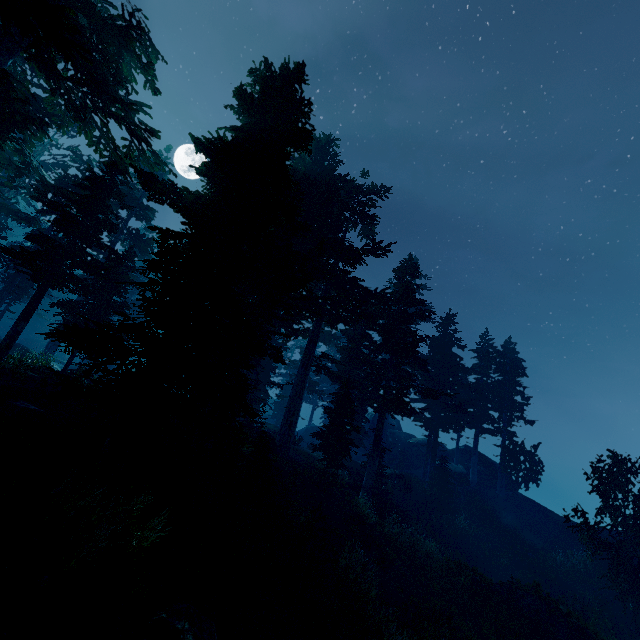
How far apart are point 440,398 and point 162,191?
30.7m

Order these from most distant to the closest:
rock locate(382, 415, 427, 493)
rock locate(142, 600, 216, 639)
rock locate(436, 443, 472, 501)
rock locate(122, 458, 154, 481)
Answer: rock locate(436, 443, 472, 501) < rock locate(382, 415, 427, 493) < rock locate(122, 458, 154, 481) < rock locate(142, 600, 216, 639)

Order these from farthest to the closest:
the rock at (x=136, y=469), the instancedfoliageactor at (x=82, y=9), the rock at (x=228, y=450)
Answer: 1. the rock at (x=228, y=450)
2. the rock at (x=136, y=469)
3. the instancedfoliageactor at (x=82, y=9)

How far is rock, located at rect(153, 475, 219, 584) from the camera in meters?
8.5

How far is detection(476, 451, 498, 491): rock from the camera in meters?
33.0 m

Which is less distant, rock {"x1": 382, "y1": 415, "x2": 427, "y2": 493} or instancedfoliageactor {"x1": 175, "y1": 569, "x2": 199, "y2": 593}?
instancedfoliageactor {"x1": 175, "y1": 569, "x2": 199, "y2": 593}

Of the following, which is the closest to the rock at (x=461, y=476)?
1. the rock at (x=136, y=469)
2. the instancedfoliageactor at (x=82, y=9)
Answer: the instancedfoliageactor at (x=82, y=9)

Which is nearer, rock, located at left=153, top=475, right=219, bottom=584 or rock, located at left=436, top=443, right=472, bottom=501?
rock, located at left=153, top=475, right=219, bottom=584
